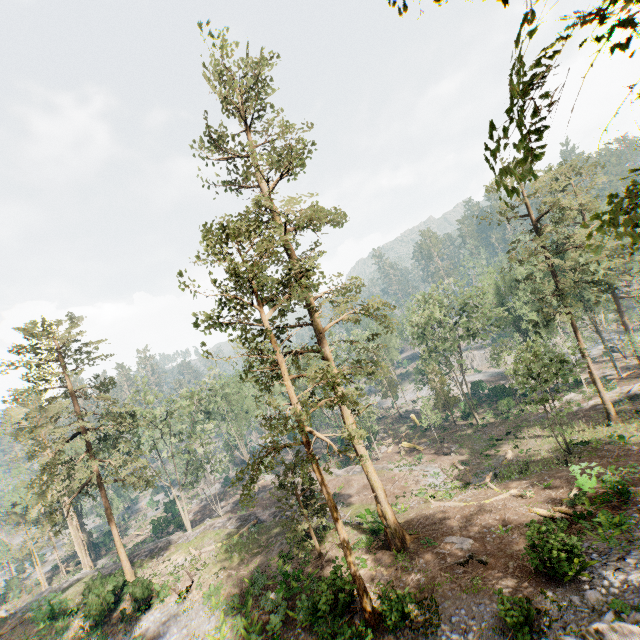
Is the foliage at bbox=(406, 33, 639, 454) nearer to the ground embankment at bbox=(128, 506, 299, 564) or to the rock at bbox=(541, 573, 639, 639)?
the rock at bbox=(541, 573, 639, 639)

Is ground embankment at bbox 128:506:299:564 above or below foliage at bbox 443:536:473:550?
above

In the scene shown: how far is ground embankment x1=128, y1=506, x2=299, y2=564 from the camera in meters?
30.7 m

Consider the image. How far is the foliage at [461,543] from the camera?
18.2m

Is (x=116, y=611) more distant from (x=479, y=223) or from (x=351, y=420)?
(x=479, y=223)

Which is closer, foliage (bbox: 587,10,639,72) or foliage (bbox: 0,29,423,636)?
foliage (bbox: 587,10,639,72)

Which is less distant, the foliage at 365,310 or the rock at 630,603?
the rock at 630,603
